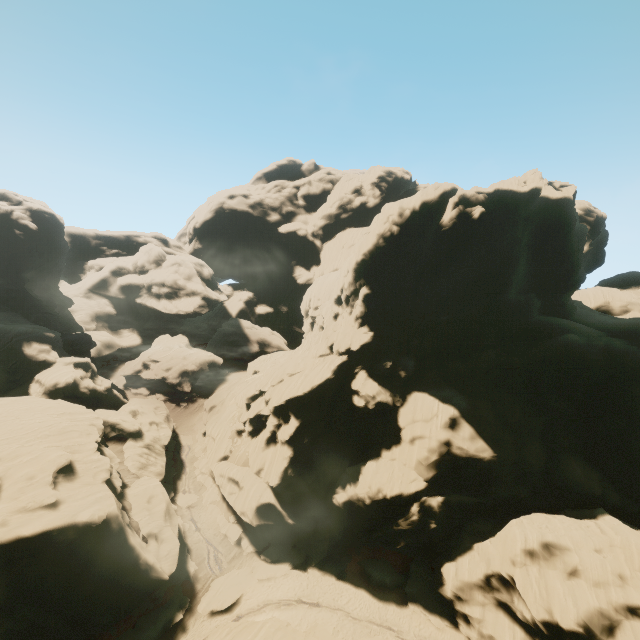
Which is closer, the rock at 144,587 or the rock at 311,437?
the rock at 144,587

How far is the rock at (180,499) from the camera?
40.47m

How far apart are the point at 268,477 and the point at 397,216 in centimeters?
3529cm

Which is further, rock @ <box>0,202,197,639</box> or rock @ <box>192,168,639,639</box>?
rock @ <box>192,168,639,639</box>

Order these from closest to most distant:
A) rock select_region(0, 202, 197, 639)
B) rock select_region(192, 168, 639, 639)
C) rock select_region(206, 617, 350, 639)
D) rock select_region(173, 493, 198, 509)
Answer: rock select_region(206, 617, 350, 639) < rock select_region(0, 202, 197, 639) < rock select_region(192, 168, 639, 639) < rock select_region(173, 493, 198, 509)

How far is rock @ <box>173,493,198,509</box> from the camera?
40.5m
